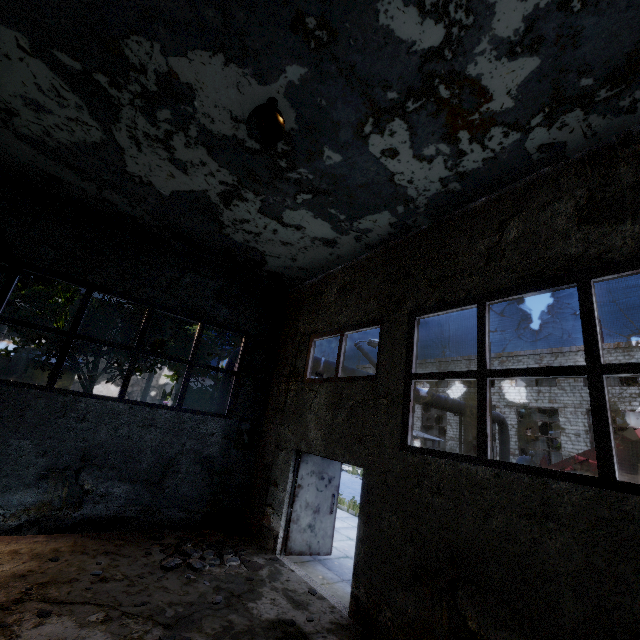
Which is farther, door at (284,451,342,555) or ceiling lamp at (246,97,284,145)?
door at (284,451,342,555)

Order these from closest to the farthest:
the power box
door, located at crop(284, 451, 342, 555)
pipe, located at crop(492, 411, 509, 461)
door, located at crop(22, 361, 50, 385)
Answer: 1. door, located at crop(284, 451, 342, 555)
2. the power box
3. pipe, located at crop(492, 411, 509, 461)
4. door, located at crop(22, 361, 50, 385)

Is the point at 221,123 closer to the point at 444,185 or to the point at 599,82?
the point at 444,185

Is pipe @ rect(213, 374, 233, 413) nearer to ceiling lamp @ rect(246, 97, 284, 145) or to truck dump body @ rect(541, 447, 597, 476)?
truck dump body @ rect(541, 447, 597, 476)

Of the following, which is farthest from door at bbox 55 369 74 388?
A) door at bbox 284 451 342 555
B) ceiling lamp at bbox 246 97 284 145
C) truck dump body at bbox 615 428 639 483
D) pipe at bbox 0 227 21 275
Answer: truck dump body at bbox 615 428 639 483

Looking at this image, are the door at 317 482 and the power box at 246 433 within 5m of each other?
yes

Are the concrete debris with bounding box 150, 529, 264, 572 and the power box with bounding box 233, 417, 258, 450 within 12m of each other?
yes

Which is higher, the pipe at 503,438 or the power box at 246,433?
the pipe at 503,438
